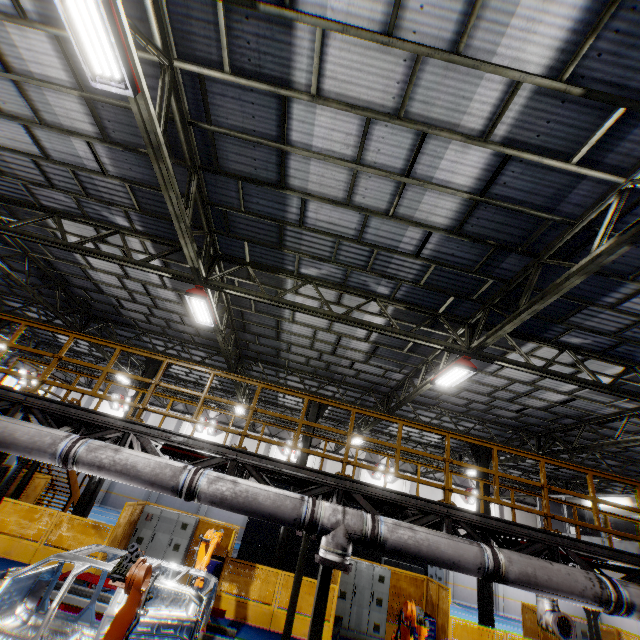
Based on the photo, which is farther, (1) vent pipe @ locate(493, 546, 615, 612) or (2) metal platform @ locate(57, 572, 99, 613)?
(2) metal platform @ locate(57, 572, 99, 613)

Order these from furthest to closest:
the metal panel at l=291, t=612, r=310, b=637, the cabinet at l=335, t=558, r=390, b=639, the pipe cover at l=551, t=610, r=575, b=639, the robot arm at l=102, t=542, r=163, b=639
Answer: the cabinet at l=335, t=558, r=390, b=639, the metal panel at l=291, t=612, r=310, b=637, the pipe cover at l=551, t=610, r=575, b=639, the robot arm at l=102, t=542, r=163, b=639

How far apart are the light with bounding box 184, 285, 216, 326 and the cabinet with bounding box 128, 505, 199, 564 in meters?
8.1 m

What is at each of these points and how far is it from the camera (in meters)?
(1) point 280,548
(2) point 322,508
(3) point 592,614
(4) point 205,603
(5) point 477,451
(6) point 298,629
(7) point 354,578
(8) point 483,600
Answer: (1) metal pole, 12.17
(2) vent pipe, 5.18
(3) metal pole, 8.60
(4) chassis, 5.81
(5) metal pole, 15.05
(6) metal panel, 10.44
(7) cabinet, 12.31
(8) metal pole, 12.20

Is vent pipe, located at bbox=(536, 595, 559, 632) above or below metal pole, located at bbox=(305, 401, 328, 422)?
below

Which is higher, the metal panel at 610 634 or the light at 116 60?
the light at 116 60

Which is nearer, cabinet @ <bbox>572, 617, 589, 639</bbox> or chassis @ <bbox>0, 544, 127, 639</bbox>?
chassis @ <bbox>0, 544, 127, 639</bbox>

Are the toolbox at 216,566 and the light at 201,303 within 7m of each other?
no
